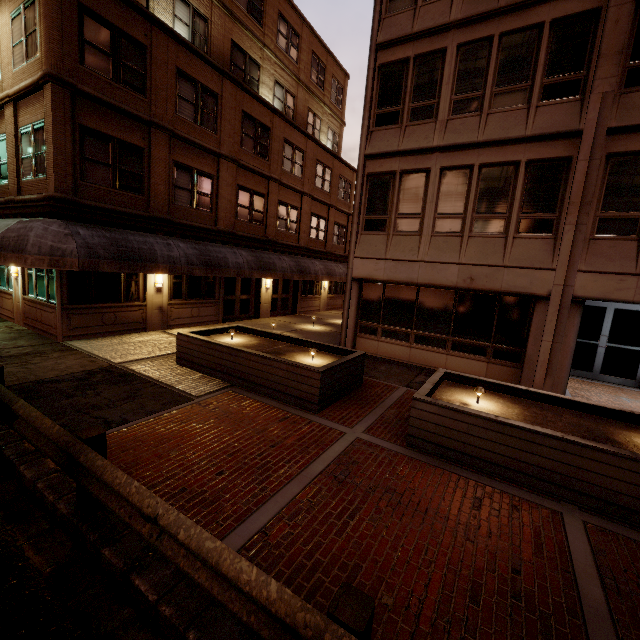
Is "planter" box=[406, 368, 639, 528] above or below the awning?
below

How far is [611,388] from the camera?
11.2m

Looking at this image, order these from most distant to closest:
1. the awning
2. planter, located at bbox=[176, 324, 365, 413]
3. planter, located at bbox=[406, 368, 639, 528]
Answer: the awning → planter, located at bbox=[176, 324, 365, 413] → planter, located at bbox=[406, 368, 639, 528]

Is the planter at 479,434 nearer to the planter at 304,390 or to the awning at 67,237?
the planter at 304,390

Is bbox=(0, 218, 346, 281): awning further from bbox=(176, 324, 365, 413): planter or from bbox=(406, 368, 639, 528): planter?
bbox=(406, 368, 639, 528): planter

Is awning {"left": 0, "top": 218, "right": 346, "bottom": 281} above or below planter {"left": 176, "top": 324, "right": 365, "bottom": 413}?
above

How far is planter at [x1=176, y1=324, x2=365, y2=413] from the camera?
7.3m

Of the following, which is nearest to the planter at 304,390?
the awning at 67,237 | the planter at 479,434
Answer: the planter at 479,434
